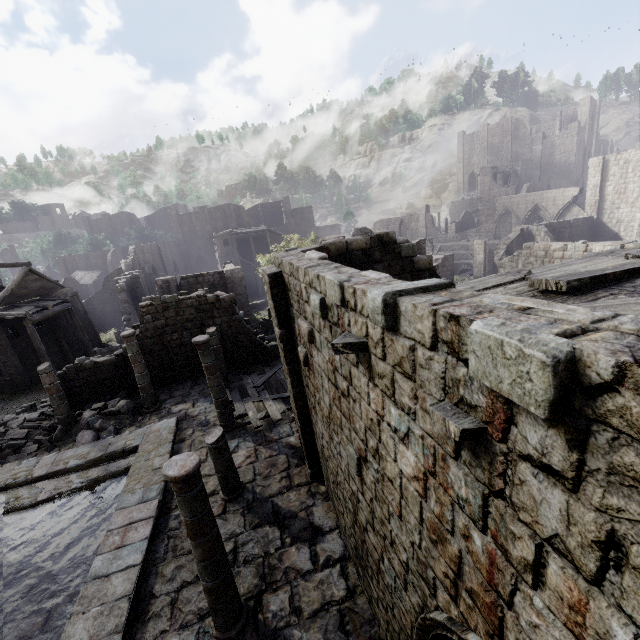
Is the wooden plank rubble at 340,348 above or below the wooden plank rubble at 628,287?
below

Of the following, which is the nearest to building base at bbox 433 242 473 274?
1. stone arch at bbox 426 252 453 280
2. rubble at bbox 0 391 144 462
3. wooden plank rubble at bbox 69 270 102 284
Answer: stone arch at bbox 426 252 453 280

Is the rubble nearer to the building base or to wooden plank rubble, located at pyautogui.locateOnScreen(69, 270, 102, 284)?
wooden plank rubble, located at pyautogui.locateOnScreen(69, 270, 102, 284)

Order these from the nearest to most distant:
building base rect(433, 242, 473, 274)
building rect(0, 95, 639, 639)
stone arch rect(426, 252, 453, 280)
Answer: building rect(0, 95, 639, 639) → stone arch rect(426, 252, 453, 280) → building base rect(433, 242, 473, 274)

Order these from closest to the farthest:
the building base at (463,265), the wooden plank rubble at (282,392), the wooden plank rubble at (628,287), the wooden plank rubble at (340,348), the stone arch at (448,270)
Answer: the wooden plank rubble at (628,287) → the wooden plank rubble at (340,348) → the wooden plank rubble at (282,392) → the stone arch at (448,270) → the building base at (463,265)

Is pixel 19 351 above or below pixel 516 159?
below

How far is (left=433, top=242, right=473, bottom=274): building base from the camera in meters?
44.3 m

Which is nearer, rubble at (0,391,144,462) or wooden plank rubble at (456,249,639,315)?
wooden plank rubble at (456,249,639,315)
